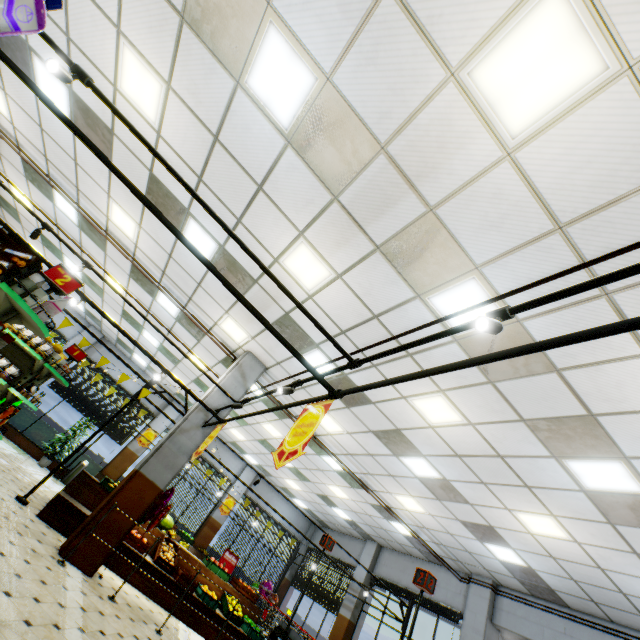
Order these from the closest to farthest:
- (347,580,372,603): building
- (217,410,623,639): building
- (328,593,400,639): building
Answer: (217,410,623,639): building < (328,593,400,639): building < (347,580,372,603): building

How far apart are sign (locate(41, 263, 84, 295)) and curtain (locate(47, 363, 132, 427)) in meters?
13.0 m

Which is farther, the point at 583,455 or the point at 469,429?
the point at 469,429

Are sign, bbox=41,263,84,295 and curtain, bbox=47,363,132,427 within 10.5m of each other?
no

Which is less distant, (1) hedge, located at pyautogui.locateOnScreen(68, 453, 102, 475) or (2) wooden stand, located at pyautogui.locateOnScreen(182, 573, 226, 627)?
(2) wooden stand, located at pyautogui.locateOnScreen(182, 573, 226, 627)

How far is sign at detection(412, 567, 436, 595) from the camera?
4.02m

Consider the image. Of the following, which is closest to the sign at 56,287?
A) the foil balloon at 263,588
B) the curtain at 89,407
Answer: the curtain at 89,407

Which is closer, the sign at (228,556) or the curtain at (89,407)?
the curtain at (89,407)
